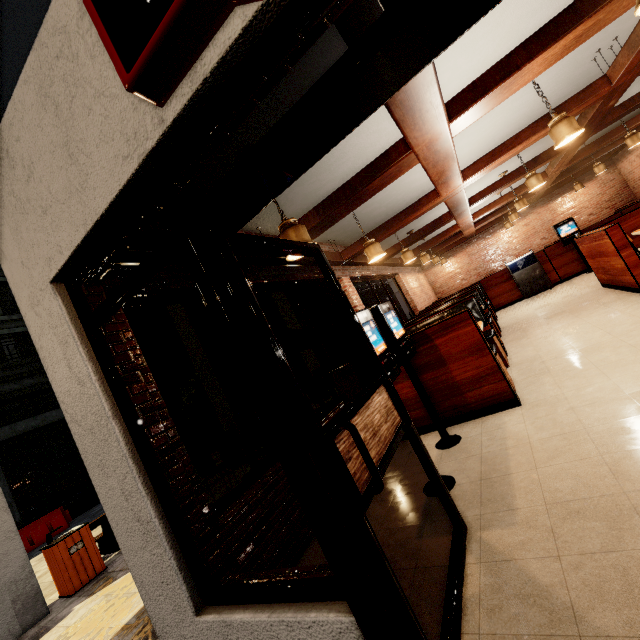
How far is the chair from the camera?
7.69m

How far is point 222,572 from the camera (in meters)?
2.06

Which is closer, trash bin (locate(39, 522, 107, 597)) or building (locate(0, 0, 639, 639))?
building (locate(0, 0, 639, 639))

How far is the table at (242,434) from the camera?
5.5m

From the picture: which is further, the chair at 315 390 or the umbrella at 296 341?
the chair at 315 390

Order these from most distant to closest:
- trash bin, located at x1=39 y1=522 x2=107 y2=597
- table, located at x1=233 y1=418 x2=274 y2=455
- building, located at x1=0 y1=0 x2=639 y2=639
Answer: table, located at x1=233 y1=418 x2=274 y2=455
trash bin, located at x1=39 y1=522 x2=107 y2=597
building, located at x1=0 y1=0 x2=639 y2=639

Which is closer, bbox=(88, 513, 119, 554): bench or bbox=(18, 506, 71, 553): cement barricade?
Answer: bbox=(88, 513, 119, 554): bench

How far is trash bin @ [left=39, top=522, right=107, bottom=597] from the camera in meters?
4.7 m
